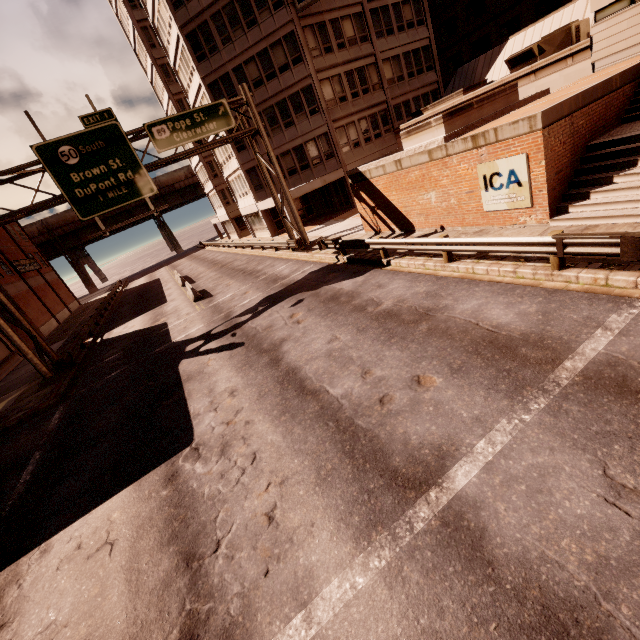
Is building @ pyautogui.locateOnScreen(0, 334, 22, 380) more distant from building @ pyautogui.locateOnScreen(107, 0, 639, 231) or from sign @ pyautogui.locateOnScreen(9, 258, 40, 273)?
building @ pyautogui.locateOnScreen(107, 0, 639, 231)

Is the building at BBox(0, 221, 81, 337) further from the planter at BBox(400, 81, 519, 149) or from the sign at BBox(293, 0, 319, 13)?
the sign at BBox(293, 0, 319, 13)

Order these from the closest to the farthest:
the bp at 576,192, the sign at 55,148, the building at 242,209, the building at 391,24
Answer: the bp at 576,192 → the sign at 55,148 → the building at 391,24 → the building at 242,209

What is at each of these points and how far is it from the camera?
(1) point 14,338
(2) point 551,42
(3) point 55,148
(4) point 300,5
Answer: (1) sign, 16.25m
(2) air conditioner, 17.50m
(3) sign, 15.59m
(4) sign, 24.45m

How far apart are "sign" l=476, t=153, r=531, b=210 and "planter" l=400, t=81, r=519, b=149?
2.6 meters

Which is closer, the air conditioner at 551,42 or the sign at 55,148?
the sign at 55,148

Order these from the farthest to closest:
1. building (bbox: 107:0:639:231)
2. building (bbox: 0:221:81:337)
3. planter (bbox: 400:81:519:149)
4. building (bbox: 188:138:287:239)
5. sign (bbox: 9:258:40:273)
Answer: sign (bbox: 9:258:40:273)
building (bbox: 0:221:81:337)
building (bbox: 188:138:287:239)
building (bbox: 107:0:639:231)
planter (bbox: 400:81:519:149)

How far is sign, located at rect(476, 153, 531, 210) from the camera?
10.5 meters
